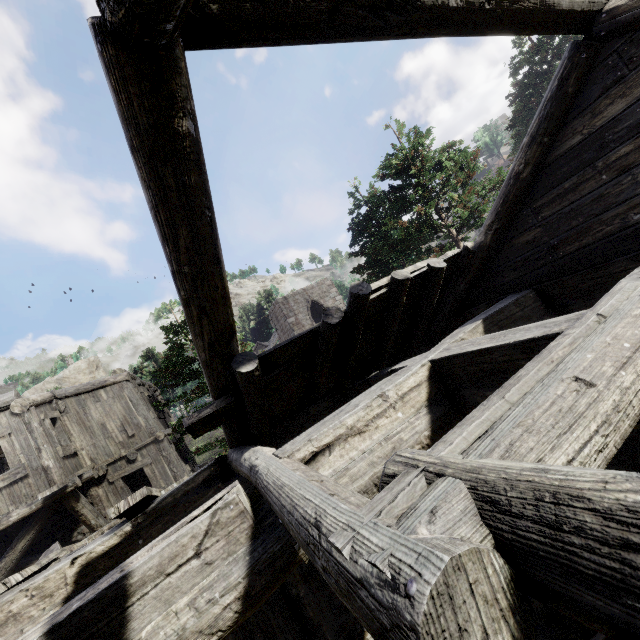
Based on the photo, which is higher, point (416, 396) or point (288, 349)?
point (288, 349)
